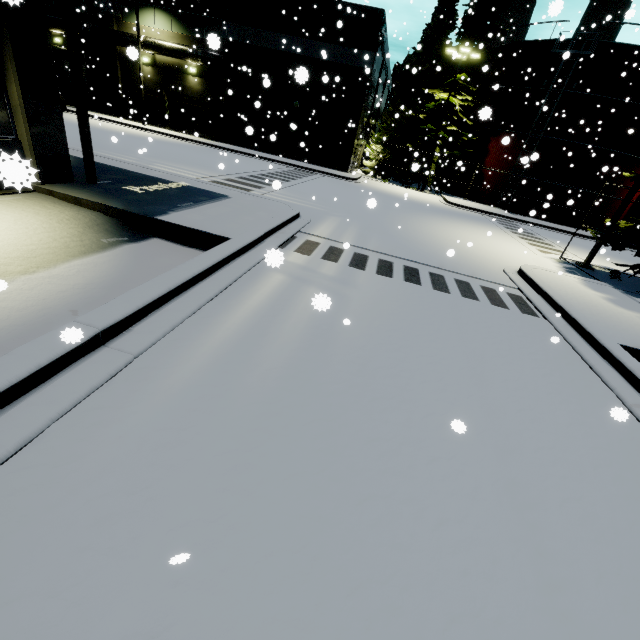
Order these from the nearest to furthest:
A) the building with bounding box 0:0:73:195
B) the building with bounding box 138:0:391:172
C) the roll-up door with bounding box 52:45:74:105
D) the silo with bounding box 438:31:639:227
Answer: the building with bounding box 0:0:73:195 → the silo with bounding box 438:31:639:227 → the building with bounding box 138:0:391:172 → the roll-up door with bounding box 52:45:74:105

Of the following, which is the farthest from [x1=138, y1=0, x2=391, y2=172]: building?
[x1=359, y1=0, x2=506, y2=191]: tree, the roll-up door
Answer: [x1=359, y1=0, x2=506, y2=191]: tree

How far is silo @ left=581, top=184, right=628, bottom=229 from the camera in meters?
26.9

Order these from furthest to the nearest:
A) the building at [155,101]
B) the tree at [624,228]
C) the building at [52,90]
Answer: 1. the building at [155,101]
2. the tree at [624,228]
3. the building at [52,90]

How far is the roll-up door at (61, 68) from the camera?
29.3 meters

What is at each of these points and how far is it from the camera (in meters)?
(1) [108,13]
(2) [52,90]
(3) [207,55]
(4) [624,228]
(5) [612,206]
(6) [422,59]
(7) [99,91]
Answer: →
(1) building, 26.62
(2) building, 7.27
(3) pipe, 25.50
(4) tree, 12.45
(5) silo, 27.81
(6) tree, 27.94
(7) building, 29.80

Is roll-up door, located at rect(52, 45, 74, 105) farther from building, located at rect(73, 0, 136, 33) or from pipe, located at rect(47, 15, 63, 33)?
pipe, located at rect(47, 15, 63, 33)
